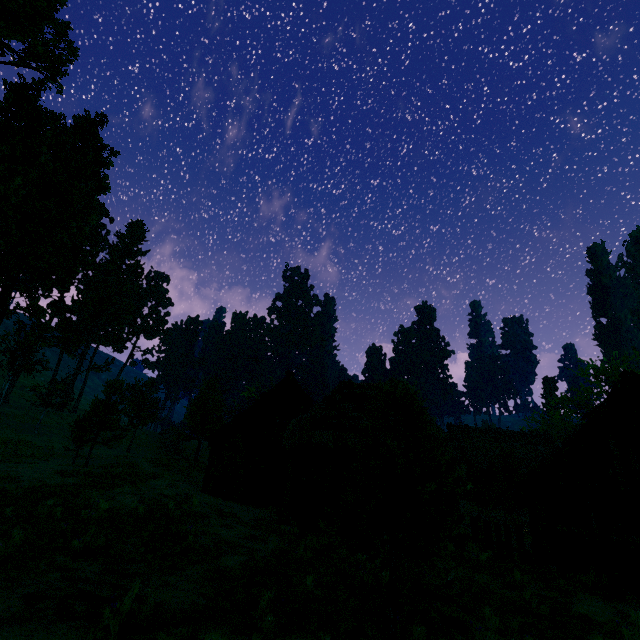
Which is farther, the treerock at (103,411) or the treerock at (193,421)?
the treerock at (193,421)

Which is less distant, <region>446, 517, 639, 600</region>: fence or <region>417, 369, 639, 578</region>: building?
<region>446, 517, 639, 600</region>: fence

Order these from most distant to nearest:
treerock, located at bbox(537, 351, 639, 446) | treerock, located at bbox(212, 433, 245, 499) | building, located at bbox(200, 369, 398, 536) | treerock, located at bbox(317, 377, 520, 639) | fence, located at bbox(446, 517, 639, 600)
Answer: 1. treerock, located at bbox(537, 351, 639, 446)
2. treerock, located at bbox(212, 433, 245, 499)
3. building, located at bbox(200, 369, 398, 536)
4. fence, located at bbox(446, 517, 639, 600)
5. treerock, located at bbox(317, 377, 520, 639)

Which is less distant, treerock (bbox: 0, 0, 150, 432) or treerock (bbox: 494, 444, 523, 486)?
treerock (bbox: 0, 0, 150, 432)

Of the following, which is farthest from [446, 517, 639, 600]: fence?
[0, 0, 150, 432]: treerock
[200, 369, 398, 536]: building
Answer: [0, 0, 150, 432]: treerock

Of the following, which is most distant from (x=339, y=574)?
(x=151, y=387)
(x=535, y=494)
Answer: (x=151, y=387)

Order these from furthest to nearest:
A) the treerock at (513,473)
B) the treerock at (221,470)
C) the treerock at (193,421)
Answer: the treerock at (193,421)
the treerock at (513,473)
the treerock at (221,470)

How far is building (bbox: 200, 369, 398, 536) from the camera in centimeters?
1302cm
